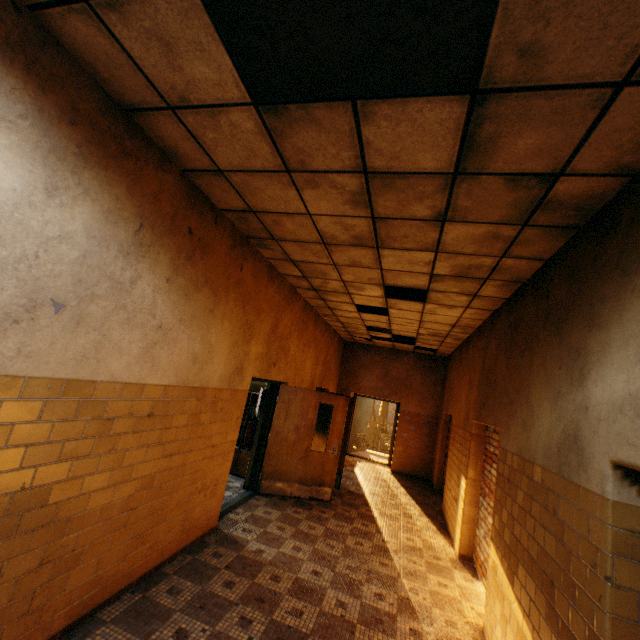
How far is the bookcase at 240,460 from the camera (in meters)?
7.01

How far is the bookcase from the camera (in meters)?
7.01

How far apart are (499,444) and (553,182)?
3.09m
